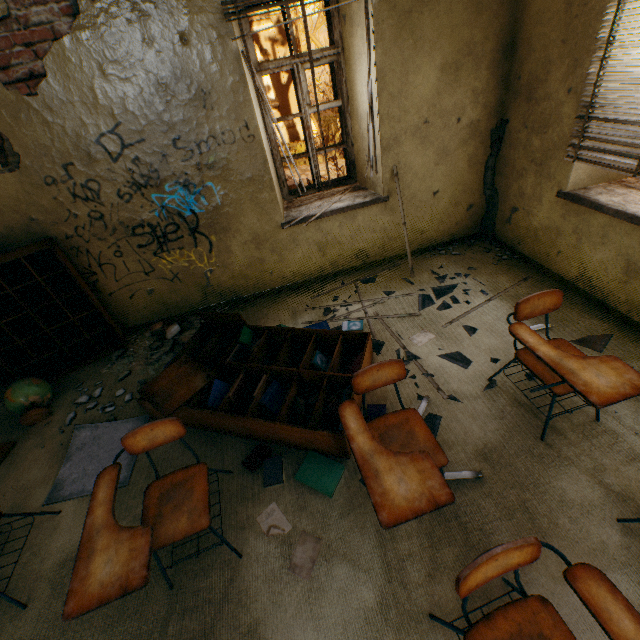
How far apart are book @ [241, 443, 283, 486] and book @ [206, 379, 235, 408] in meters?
0.3

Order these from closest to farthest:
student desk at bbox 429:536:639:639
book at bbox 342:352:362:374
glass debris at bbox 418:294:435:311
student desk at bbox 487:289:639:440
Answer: student desk at bbox 429:536:639:639 < student desk at bbox 487:289:639:440 < book at bbox 342:352:362:374 < glass debris at bbox 418:294:435:311

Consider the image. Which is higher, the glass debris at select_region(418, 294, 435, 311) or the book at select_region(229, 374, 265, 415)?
the book at select_region(229, 374, 265, 415)

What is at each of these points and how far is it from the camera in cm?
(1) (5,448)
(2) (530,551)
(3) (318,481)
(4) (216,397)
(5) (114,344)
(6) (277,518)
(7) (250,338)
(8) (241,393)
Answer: (1) wooden board, 287
(2) student desk, 113
(3) book, 214
(4) book, 261
(5) bookcase, 374
(6) paper, 203
(7) book, 310
(8) book, 265

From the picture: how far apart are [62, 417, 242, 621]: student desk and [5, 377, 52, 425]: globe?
1.92m

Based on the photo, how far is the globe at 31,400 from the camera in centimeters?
297cm

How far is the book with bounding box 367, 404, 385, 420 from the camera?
2.4m

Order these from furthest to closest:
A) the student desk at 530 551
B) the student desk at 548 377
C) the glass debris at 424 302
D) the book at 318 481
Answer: the glass debris at 424 302 < the book at 318 481 < the student desk at 548 377 < the student desk at 530 551
